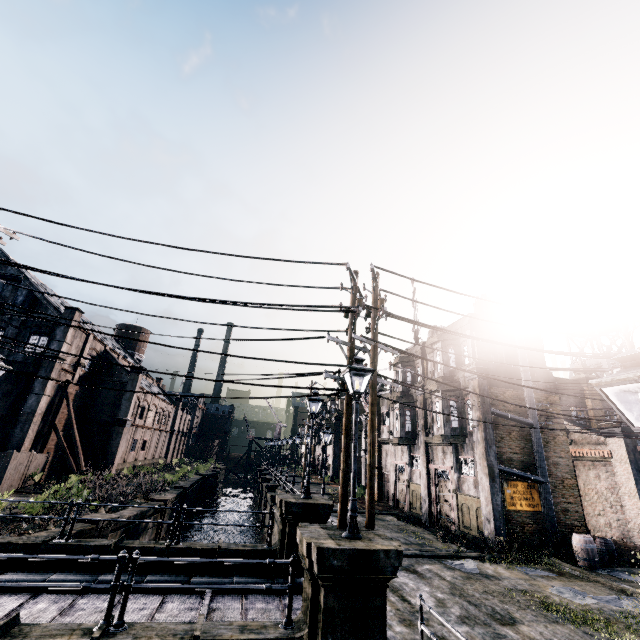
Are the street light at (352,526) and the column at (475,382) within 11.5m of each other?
no

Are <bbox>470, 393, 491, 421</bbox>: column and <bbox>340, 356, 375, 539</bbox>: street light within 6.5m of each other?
no

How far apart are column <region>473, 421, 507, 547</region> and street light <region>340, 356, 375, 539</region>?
13.4m

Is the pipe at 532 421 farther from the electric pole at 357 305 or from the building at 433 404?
the electric pole at 357 305

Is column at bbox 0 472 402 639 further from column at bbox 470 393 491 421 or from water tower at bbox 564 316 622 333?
water tower at bbox 564 316 622 333

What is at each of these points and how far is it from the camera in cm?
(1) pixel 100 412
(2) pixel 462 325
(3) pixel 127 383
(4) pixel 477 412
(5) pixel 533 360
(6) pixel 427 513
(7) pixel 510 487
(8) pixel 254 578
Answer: (1) building, 3709
(2) building, 2308
(3) building, 3844
(4) column, 1958
(5) building, 2252
(6) column, 2311
(7) building, 1855
(8) stone base, 1116

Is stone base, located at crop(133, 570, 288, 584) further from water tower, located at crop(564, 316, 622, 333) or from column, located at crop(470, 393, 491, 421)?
water tower, located at crop(564, 316, 622, 333)

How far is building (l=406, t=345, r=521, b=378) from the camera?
21.1m
